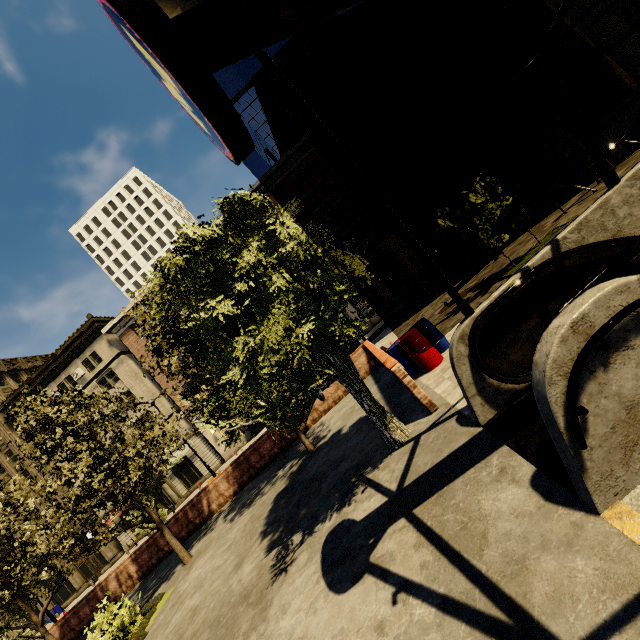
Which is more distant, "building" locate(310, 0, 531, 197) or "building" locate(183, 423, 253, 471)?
"building" locate(183, 423, 253, 471)

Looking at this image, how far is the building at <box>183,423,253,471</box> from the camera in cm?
3494

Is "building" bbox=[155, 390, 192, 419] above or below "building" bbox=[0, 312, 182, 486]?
below

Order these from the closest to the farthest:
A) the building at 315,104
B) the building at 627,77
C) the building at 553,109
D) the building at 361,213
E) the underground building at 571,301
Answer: the underground building at 571,301
the building at 627,77
the building at 553,109
the building at 361,213
the building at 315,104

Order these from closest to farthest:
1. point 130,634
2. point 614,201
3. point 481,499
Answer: point 481,499 < point 614,201 < point 130,634

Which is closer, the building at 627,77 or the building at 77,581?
the building at 627,77

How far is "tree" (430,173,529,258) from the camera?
10.4m

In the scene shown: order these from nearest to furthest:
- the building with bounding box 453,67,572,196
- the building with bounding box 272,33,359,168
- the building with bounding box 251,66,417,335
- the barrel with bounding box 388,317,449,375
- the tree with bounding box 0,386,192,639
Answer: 1. the barrel with bounding box 388,317,449,375
2. the tree with bounding box 0,386,192,639
3. the building with bounding box 453,67,572,196
4. the building with bounding box 251,66,417,335
5. the building with bounding box 272,33,359,168
